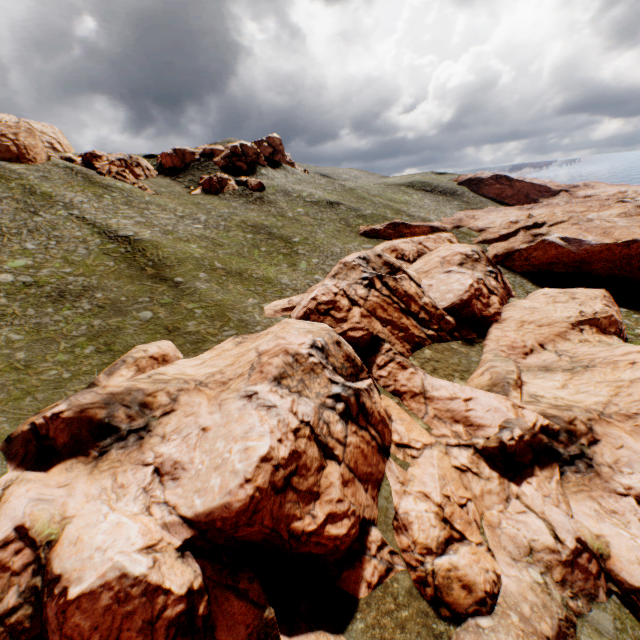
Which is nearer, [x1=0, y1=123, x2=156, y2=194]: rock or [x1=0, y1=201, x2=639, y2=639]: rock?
[x1=0, y1=201, x2=639, y2=639]: rock

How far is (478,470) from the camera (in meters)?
20.78

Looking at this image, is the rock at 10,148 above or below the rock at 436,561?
above

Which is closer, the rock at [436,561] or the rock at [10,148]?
the rock at [436,561]

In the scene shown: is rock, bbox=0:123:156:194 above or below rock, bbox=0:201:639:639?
above
